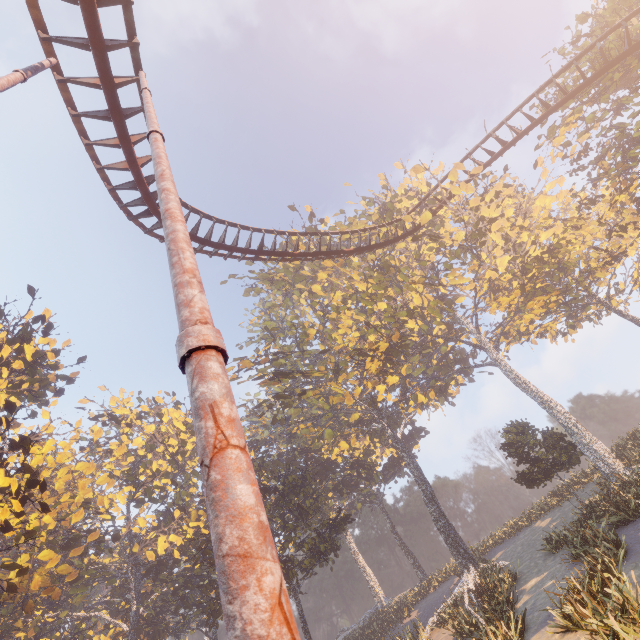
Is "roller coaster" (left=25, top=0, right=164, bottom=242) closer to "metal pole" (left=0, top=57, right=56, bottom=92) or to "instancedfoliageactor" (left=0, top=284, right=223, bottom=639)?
"metal pole" (left=0, top=57, right=56, bottom=92)

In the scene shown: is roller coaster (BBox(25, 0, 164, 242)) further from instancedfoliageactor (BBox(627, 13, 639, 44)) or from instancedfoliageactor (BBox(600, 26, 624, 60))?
instancedfoliageactor (BBox(627, 13, 639, 44))

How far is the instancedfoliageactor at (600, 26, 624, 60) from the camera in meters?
16.8 m

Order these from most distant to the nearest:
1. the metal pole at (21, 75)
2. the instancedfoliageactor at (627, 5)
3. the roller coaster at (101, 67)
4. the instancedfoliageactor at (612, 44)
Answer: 1. the instancedfoliageactor at (627, 5)
2. the instancedfoliageactor at (612, 44)
3. the roller coaster at (101, 67)
4. the metal pole at (21, 75)

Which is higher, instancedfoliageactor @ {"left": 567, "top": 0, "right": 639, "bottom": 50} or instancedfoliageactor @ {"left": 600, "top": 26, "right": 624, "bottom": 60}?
instancedfoliageactor @ {"left": 567, "top": 0, "right": 639, "bottom": 50}

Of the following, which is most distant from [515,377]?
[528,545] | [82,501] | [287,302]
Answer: [82,501]

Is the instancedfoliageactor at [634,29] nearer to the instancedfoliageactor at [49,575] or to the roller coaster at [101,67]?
the instancedfoliageactor at [49,575]

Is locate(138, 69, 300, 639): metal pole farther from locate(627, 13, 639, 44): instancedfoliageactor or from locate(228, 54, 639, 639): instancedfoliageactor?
locate(627, 13, 639, 44): instancedfoliageactor
